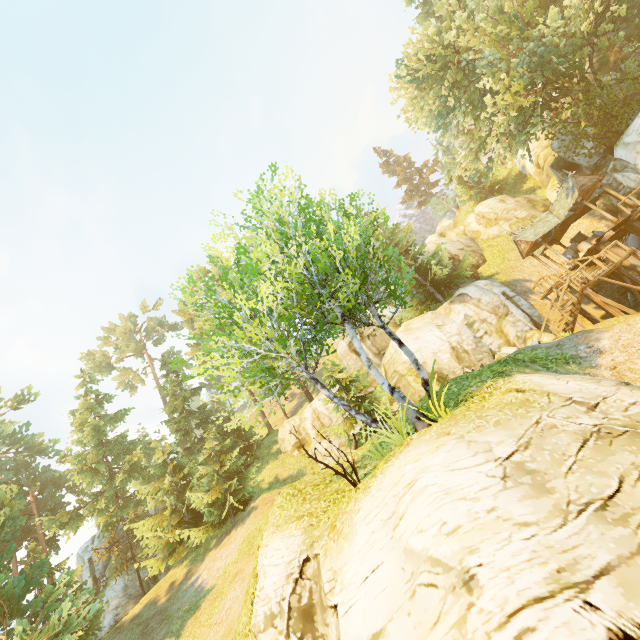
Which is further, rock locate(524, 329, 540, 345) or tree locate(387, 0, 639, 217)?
tree locate(387, 0, 639, 217)

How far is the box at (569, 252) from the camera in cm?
2233

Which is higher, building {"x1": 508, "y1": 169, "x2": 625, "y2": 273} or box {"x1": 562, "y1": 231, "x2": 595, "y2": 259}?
building {"x1": 508, "y1": 169, "x2": 625, "y2": 273}

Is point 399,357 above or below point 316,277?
above

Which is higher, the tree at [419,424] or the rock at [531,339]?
the rock at [531,339]

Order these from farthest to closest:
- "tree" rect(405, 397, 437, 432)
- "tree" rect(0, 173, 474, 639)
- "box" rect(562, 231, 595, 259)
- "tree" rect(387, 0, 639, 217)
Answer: "box" rect(562, 231, 595, 259), "tree" rect(387, 0, 639, 217), "tree" rect(0, 173, 474, 639), "tree" rect(405, 397, 437, 432)

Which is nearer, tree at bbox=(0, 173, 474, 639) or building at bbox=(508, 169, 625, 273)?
tree at bbox=(0, 173, 474, 639)

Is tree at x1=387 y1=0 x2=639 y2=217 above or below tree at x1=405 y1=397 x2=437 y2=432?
above
